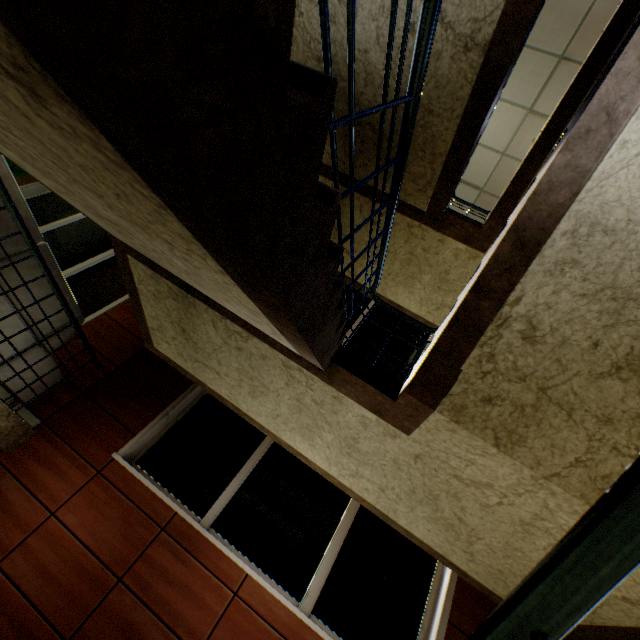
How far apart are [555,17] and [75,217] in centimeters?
Answer: 1071cm

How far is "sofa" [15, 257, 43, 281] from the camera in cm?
305

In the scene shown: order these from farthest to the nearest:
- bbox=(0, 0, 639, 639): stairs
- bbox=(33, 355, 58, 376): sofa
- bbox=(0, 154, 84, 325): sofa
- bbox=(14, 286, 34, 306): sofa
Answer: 1. bbox=(33, 355, 58, 376): sofa
2. bbox=(14, 286, 34, 306): sofa
3. bbox=(0, 154, 84, 325): sofa
4. bbox=(0, 0, 639, 639): stairs

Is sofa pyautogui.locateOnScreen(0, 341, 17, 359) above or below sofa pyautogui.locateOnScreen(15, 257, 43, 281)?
below

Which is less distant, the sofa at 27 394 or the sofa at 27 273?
the sofa at 27 273

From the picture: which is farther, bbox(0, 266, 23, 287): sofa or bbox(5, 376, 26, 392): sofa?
bbox(5, 376, 26, 392): sofa

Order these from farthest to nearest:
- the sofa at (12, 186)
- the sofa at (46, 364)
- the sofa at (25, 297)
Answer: the sofa at (46, 364) → the sofa at (25, 297) → the sofa at (12, 186)
